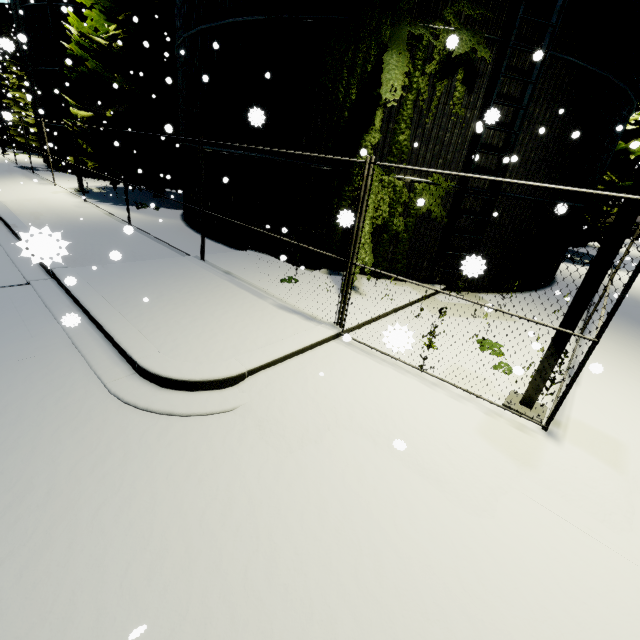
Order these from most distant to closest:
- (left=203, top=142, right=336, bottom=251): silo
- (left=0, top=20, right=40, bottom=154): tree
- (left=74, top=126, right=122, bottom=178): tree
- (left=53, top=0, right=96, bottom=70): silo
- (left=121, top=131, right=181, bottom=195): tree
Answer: (left=0, top=20, right=40, bottom=154): tree, (left=53, top=0, right=96, bottom=70): silo, (left=121, top=131, right=181, bottom=195): tree, (left=74, top=126, right=122, bottom=178): tree, (left=203, top=142, right=336, bottom=251): silo

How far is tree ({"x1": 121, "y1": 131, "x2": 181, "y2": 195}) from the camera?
15.54m

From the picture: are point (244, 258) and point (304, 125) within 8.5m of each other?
yes

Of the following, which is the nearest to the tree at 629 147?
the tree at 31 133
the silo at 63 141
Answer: the silo at 63 141

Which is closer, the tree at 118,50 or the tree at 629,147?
the tree at 118,50

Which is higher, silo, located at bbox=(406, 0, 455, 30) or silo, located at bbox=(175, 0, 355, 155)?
silo, located at bbox=(406, 0, 455, 30)

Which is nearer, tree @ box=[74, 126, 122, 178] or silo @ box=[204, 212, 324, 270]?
silo @ box=[204, 212, 324, 270]

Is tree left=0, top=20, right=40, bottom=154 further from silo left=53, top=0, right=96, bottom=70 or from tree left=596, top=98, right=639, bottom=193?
tree left=596, top=98, right=639, bottom=193
